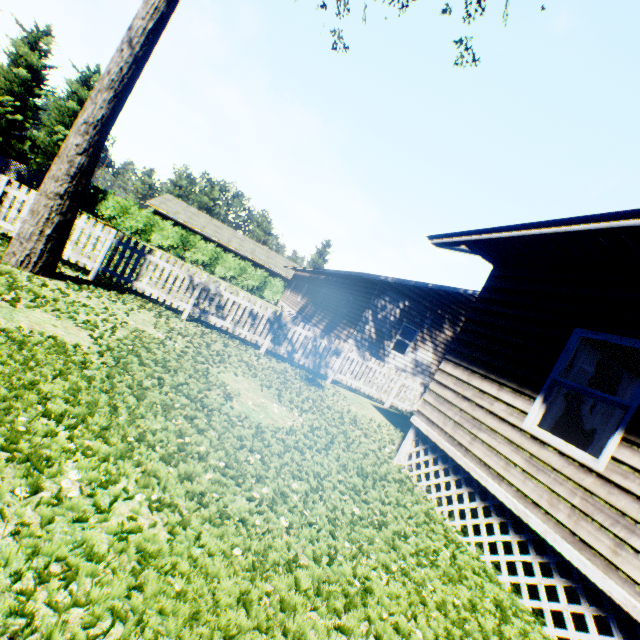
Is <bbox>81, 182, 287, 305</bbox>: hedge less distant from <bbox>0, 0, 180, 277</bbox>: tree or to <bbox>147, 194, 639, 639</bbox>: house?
<bbox>147, 194, 639, 639</bbox>: house

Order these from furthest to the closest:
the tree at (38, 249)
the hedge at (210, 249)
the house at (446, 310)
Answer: the hedge at (210, 249) < the tree at (38, 249) < the house at (446, 310)

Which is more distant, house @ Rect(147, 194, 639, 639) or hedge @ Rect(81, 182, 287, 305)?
hedge @ Rect(81, 182, 287, 305)

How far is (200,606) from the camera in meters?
2.0 m

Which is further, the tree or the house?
the tree

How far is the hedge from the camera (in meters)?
29.67

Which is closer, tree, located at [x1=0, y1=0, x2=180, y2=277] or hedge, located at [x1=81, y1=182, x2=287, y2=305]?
tree, located at [x1=0, y1=0, x2=180, y2=277]

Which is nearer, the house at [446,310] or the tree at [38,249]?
the house at [446,310]
